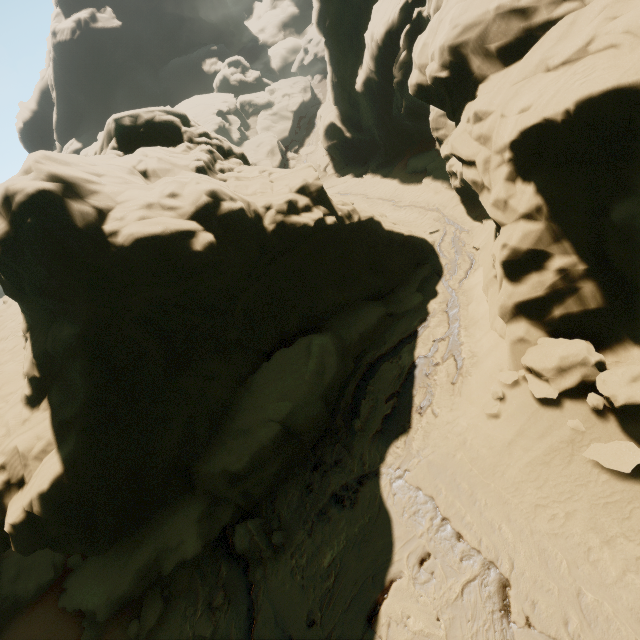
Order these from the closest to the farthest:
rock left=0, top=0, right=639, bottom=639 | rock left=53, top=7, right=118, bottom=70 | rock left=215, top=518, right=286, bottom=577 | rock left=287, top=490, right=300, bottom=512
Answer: rock left=0, top=0, right=639, bottom=639 < rock left=215, top=518, right=286, bottom=577 < rock left=287, top=490, right=300, bottom=512 < rock left=53, top=7, right=118, bottom=70

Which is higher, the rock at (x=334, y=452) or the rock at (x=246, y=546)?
the rock at (x=246, y=546)

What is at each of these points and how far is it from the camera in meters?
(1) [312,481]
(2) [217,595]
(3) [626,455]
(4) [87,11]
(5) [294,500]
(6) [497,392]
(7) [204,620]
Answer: (1) rock, 10.9 m
(2) rock, 9.3 m
(3) rock, 7.3 m
(4) rock, 59.1 m
(5) rock, 10.6 m
(6) rock, 9.5 m
(7) rock, 9.2 m

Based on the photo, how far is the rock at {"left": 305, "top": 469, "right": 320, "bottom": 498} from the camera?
10.5m

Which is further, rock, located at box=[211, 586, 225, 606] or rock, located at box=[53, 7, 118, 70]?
rock, located at box=[53, 7, 118, 70]

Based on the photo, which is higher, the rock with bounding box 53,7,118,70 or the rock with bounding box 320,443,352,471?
the rock with bounding box 53,7,118,70
